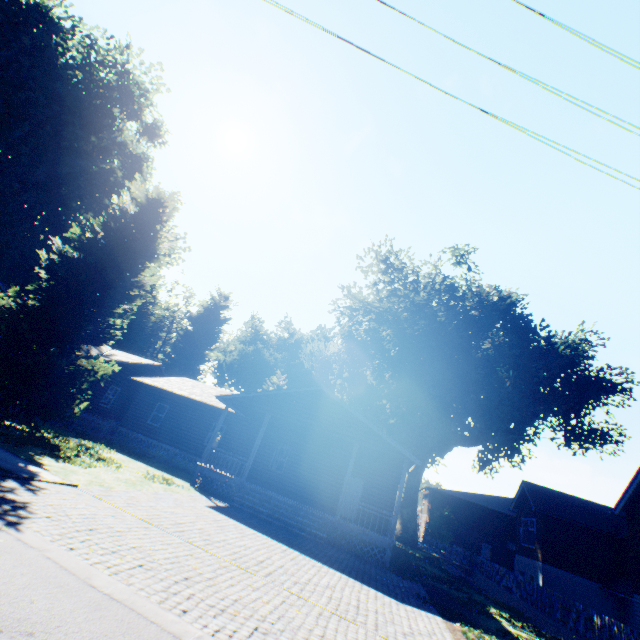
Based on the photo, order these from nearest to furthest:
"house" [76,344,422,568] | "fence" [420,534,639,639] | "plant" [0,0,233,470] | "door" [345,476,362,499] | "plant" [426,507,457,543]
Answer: "fence" [420,534,639,639] < "plant" [0,0,233,470] < "house" [76,344,422,568] < "door" [345,476,362,499] < "plant" [426,507,457,543]

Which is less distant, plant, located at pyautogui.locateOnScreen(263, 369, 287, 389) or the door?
the door

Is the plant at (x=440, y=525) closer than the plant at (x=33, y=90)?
No

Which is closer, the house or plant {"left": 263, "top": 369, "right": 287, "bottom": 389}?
the house

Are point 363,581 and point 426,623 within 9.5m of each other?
yes

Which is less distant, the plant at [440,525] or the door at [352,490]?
the door at [352,490]

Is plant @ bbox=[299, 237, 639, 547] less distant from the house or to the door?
the house

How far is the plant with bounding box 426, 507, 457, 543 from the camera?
39.66m
